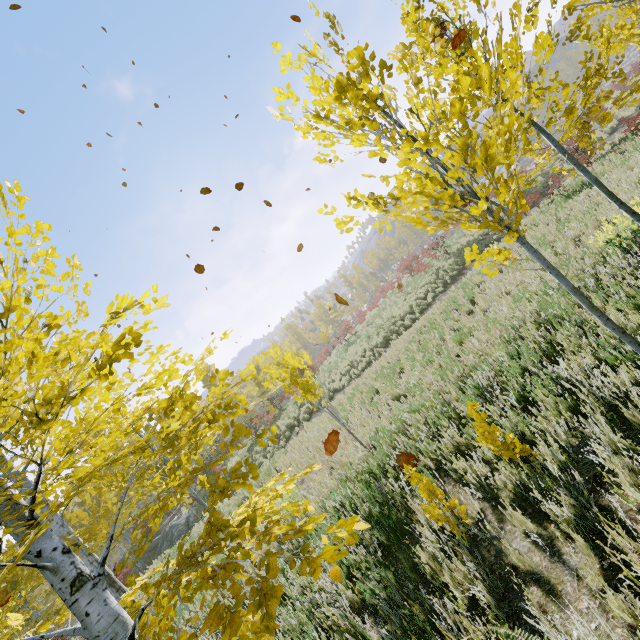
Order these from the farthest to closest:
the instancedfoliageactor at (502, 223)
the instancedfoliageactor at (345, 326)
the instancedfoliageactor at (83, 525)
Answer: the instancedfoliageactor at (345, 326) < the instancedfoliageactor at (502, 223) < the instancedfoliageactor at (83, 525)

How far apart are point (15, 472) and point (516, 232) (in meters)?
11.57

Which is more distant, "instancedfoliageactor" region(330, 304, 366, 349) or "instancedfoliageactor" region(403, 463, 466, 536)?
"instancedfoliageactor" region(330, 304, 366, 349)

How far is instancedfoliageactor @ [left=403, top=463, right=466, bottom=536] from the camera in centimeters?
298cm

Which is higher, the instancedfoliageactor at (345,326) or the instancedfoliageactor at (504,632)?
the instancedfoliageactor at (345,326)

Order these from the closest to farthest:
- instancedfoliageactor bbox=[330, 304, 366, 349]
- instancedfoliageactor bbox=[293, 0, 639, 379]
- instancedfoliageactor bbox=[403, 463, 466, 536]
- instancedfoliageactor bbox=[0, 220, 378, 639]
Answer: instancedfoliageactor bbox=[0, 220, 378, 639], instancedfoliageactor bbox=[293, 0, 639, 379], instancedfoliageactor bbox=[403, 463, 466, 536], instancedfoliageactor bbox=[330, 304, 366, 349]
